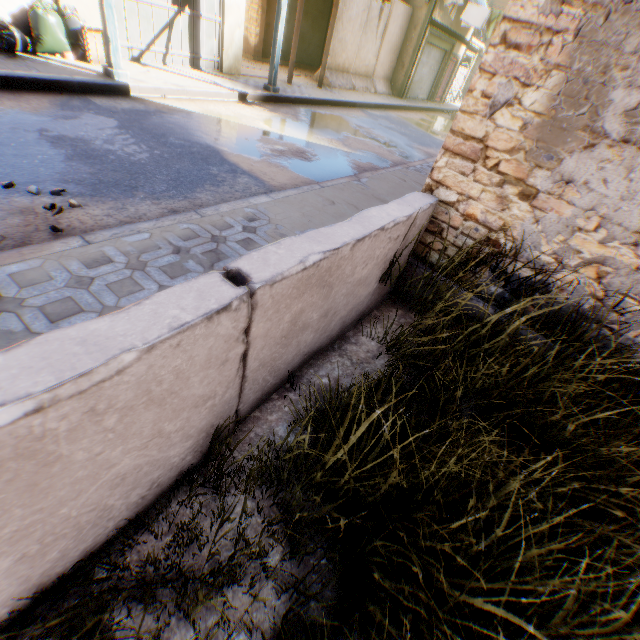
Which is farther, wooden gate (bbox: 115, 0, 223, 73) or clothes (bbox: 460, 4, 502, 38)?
clothes (bbox: 460, 4, 502, 38)

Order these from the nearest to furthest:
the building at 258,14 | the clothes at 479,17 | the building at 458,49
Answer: the building at 258,14
the clothes at 479,17
the building at 458,49

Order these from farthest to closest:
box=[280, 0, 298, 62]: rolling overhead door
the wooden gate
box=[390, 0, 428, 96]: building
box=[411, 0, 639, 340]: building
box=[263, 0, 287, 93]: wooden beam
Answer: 1. box=[390, 0, 428, 96]: building
2. box=[280, 0, 298, 62]: rolling overhead door
3. box=[263, 0, 287, 93]: wooden beam
4. the wooden gate
5. box=[411, 0, 639, 340]: building

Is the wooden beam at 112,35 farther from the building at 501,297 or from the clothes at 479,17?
the clothes at 479,17

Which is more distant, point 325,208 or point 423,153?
point 423,153

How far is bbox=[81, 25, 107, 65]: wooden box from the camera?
6.42m

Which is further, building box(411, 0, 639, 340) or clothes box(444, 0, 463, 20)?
clothes box(444, 0, 463, 20)

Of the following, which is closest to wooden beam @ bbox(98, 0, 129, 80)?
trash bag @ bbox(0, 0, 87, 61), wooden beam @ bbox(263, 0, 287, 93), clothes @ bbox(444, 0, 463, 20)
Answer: trash bag @ bbox(0, 0, 87, 61)
